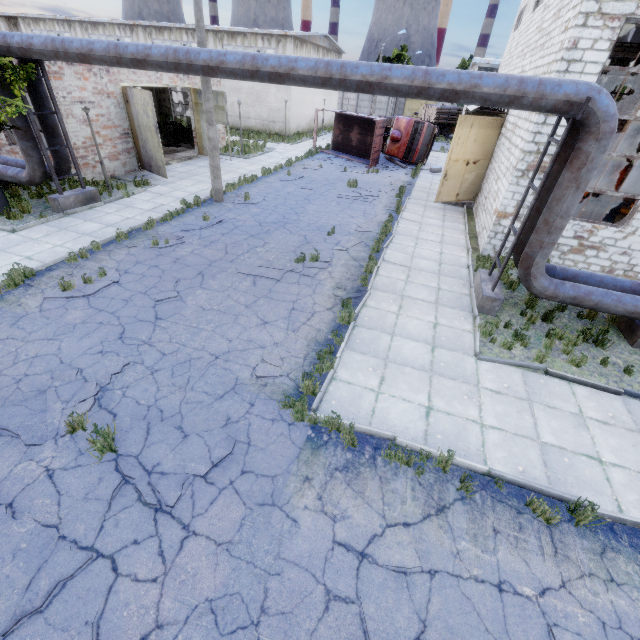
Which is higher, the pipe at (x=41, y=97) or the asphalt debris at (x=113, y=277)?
the pipe at (x=41, y=97)

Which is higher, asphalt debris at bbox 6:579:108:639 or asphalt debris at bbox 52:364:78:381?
asphalt debris at bbox 52:364:78:381

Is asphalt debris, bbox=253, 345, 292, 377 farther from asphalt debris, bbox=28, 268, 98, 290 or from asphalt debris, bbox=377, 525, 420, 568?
asphalt debris, bbox=28, 268, 98, 290

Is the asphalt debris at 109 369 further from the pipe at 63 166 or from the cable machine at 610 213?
the cable machine at 610 213

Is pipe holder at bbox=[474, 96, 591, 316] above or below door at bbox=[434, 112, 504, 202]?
below

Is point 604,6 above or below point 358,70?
above

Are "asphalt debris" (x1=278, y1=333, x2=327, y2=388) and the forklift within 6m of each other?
no

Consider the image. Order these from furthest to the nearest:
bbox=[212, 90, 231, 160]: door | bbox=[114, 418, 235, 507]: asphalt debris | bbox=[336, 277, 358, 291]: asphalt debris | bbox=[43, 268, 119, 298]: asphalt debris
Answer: bbox=[212, 90, 231, 160]: door
bbox=[336, 277, 358, 291]: asphalt debris
bbox=[43, 268, 119, 298]: asphalt debris
bbox=[114, 418, 235, 507]: asphalt debris
